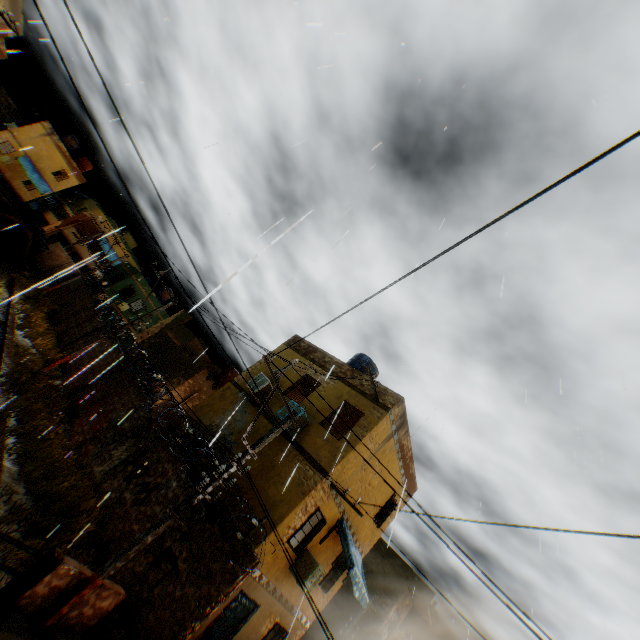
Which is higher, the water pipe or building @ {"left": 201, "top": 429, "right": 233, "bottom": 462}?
building @ {"left": 201, "top": 429, "right": 233, "bottom": 462}

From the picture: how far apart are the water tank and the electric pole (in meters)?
17.74

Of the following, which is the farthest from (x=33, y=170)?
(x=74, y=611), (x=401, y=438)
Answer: (x=401, y=438)

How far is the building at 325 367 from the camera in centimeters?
1162cm

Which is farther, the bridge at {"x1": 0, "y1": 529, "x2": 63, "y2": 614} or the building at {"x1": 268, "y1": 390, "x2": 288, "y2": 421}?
the building at {"x1": 268, "y1": 390, "x2": 288, "y2": 421}

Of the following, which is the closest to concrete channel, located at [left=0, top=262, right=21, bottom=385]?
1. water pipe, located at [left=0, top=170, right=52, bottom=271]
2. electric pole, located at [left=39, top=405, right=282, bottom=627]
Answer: water pipe, located at [left=0, top=170, right=52, bottom=271]

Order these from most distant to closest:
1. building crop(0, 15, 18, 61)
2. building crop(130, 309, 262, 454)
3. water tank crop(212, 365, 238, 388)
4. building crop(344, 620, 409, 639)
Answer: water tank crop(212, 365, 238, 388), building crop(344, 620, 409, 639), building crop(0, 15, 18, 61), building crop(130, 309, 262, 454)

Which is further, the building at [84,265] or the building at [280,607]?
the building at [84,265]
